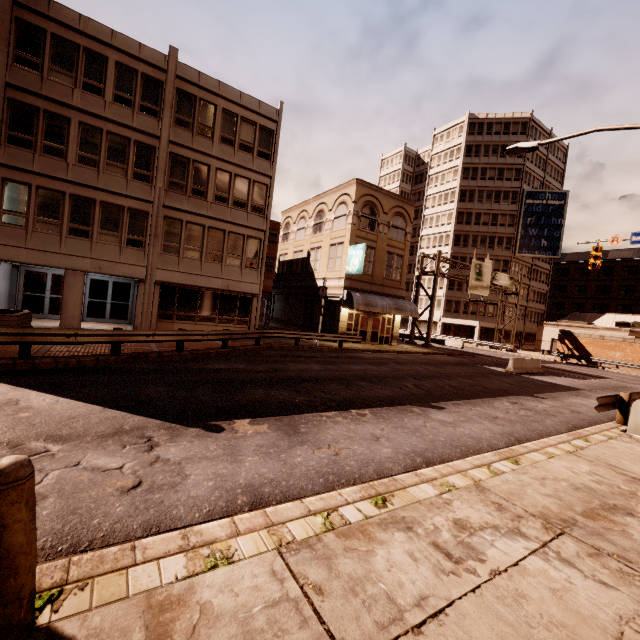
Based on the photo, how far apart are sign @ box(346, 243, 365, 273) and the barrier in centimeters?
1173cm

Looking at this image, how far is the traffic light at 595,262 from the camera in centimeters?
2181cm

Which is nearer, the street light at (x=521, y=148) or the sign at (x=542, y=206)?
the street light at (x=521, y=148)

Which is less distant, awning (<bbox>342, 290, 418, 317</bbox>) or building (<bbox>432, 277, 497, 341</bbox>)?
awning (<bbox>342, 290, 418, 317</bbox>)

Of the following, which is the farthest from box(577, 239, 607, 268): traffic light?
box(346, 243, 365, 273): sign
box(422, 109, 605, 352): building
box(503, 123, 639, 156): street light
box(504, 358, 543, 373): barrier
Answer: box(422, 109, 605, 352): building

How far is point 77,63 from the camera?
16.36m

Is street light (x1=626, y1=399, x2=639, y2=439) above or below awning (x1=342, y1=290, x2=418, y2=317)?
below

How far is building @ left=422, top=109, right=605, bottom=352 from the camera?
52.5 meters
